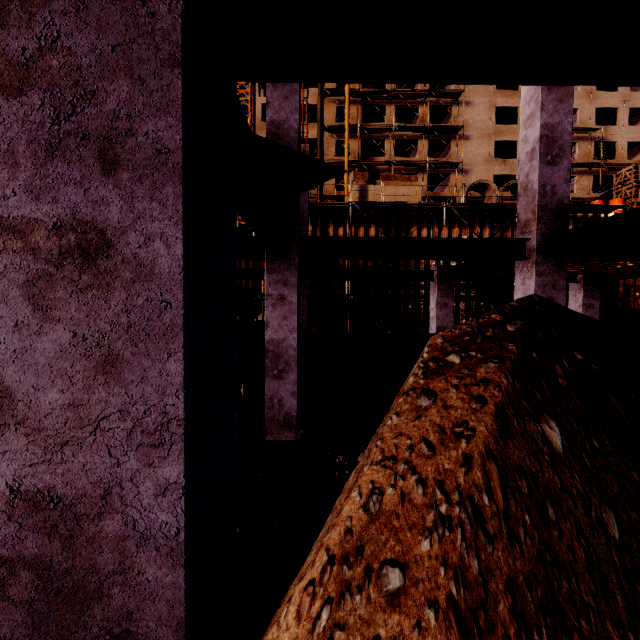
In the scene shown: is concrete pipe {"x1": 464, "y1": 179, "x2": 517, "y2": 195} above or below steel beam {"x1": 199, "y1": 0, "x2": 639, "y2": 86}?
above

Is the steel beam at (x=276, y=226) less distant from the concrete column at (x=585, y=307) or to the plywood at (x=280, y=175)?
the plywood at (x=280, y=175)

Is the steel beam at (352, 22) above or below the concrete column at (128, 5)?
above

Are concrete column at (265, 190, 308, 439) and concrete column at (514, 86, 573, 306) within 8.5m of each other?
yes

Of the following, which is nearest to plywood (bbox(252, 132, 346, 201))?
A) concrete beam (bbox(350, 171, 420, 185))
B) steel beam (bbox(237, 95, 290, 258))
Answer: steel beam (bbox(237, 95, 290, 258))

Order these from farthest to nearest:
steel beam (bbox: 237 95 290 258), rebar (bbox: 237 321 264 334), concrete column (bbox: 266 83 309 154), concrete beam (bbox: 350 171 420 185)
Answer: concrete beam (bbox: 350 171 420 185)
rebar (bbox: 237 321 264 334)
concrete column (bbox: 266 83 309 154)
steel beam (bbox: 237 95 290 258)

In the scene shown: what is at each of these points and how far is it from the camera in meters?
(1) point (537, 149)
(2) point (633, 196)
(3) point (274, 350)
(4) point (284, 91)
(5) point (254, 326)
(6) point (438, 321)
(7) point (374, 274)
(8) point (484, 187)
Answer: (1) concrete column, 5.9
(2) wooden box, 16.2
(3) concrete column, 6.0
(4) concrete column, 5.8
(5) rebar, 8.3
(6) concrete column, 11.0
(7) steel beam, 11.2
(8) concrete pipe, 16.2

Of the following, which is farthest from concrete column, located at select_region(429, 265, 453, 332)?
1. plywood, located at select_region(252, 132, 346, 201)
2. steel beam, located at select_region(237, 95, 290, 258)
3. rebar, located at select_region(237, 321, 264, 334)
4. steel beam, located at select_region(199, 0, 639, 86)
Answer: steel beam, located at select_region(199, 0, 639, 86)
